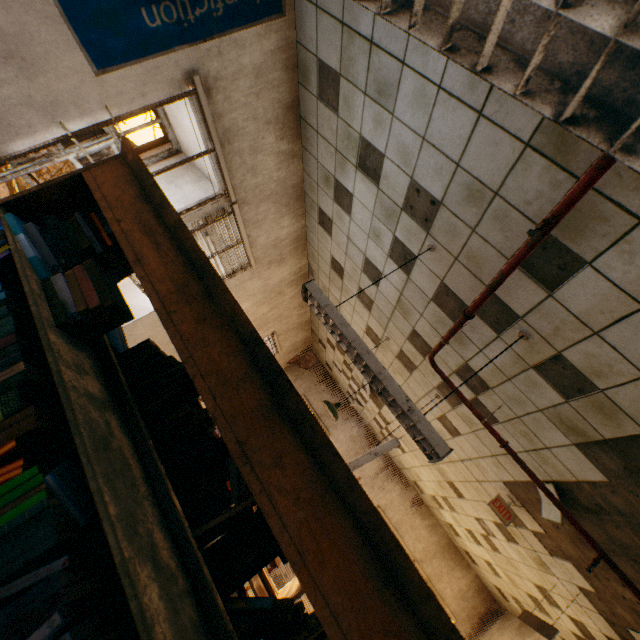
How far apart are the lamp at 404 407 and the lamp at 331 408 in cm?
370

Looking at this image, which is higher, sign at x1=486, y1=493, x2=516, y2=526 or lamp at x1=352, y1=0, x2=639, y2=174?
sign at x1=486, y1=493, x2=516, y2=526

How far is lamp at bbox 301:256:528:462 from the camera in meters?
2.0 m

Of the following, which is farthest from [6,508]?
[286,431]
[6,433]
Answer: [286,431]

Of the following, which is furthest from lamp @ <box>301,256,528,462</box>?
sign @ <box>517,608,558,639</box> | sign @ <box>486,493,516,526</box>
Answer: sign @ <box>517,608,558,639</box>

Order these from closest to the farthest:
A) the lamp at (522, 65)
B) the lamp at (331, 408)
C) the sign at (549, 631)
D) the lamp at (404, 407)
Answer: the lamp at (522, 65) < the lamp at (404, 407) < the sign at (549, 631) < the lamp at (331, 408)

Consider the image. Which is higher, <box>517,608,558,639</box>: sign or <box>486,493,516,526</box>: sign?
<box>486,493,516,526</box>: sign

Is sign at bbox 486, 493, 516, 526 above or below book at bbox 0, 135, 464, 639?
above
